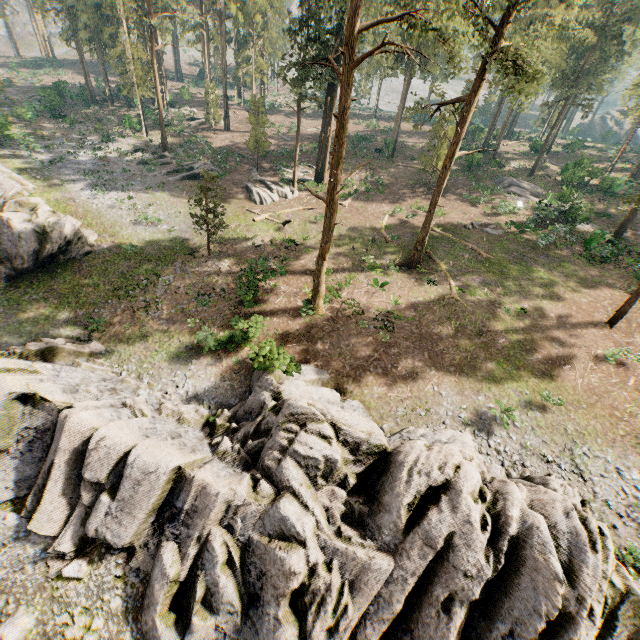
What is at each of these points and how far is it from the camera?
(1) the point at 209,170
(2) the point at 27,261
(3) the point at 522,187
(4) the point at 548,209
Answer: (1) foliage, 35.81m
(2) rock, 21.45m
(3) foliage, 38.62m
(4) foliage, 30.22m

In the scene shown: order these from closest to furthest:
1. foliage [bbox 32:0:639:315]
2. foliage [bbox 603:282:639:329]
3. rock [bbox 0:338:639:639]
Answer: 1. rock [bbox 0:338:639:639]
2. foliage [bbox 32:0:639:315]
3. foliage [bbox 603:282:639:329]

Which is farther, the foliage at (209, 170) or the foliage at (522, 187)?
the foliage at (522, 187)

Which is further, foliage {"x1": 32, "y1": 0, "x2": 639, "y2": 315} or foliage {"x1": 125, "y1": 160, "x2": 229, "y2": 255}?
foliage {"x1": 125, "y1": 160, "x2": 229, "y2": 255}

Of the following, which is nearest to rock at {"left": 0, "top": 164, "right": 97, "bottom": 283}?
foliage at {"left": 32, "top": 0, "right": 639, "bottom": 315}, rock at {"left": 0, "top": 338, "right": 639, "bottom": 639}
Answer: rock at {"left": 0, "top": 338, "right": 639, "bottom": 639}

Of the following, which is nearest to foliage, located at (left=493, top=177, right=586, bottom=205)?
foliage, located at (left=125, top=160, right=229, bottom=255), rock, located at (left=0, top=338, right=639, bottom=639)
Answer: foliage, located at (left=125, top=160, right=229, bottom=255)

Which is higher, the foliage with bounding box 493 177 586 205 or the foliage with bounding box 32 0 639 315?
the foliage with bounding box 32 0 639 315
